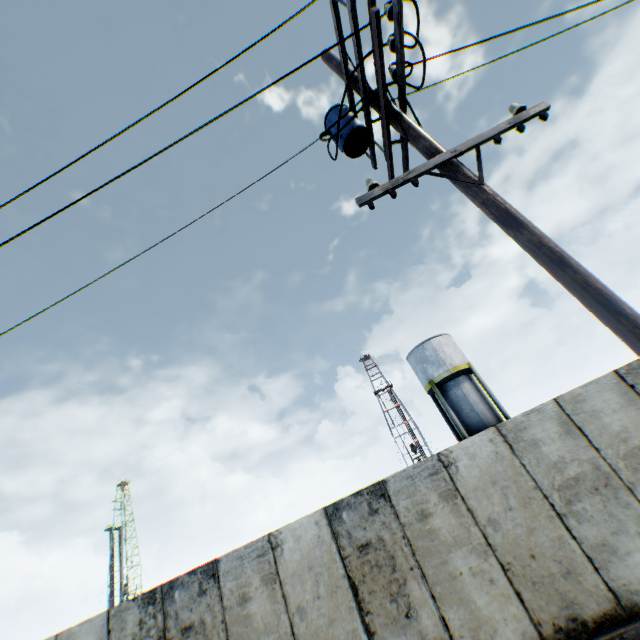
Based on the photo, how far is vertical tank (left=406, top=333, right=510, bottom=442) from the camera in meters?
22.3

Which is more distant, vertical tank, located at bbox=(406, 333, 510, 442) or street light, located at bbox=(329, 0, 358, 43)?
vertical tank, located at bbox=(406, 333, 510, 442)

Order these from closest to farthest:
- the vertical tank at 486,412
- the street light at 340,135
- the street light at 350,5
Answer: the street light at 340,135, the street light at 350,5, the vertical tank at 486,412

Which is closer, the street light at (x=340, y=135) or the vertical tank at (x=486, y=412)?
the street light at (x=340, y=135)

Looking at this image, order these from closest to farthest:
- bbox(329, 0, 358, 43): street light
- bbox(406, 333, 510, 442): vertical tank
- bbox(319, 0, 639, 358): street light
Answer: bbox(319, 0, 639, 358): street light, bbox(329, 0, 358, 43): street light, bbox(406, 333, 510, 442): vertical tank

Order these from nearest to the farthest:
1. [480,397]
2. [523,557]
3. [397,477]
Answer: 1. [523,557]
2. [397,477]
3. [480,397]

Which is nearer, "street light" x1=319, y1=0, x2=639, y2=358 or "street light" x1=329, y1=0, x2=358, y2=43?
"street light" x1=319, y1=0, x2=639, y2=358

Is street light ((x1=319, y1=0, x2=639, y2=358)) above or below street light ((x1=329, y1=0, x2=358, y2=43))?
below
